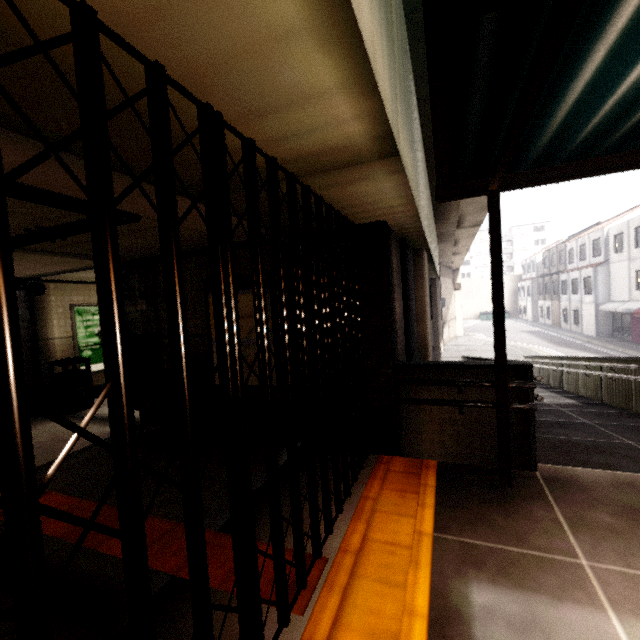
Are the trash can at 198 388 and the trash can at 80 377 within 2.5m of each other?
no

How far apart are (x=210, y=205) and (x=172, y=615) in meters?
2.6 m

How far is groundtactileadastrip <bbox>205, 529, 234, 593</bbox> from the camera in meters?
2.4

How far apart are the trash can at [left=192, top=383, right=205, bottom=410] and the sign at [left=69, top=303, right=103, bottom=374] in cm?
435

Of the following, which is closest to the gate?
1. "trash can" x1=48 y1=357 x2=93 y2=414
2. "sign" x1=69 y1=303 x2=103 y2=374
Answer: "trash can" x1=48 y1=357 x2=93 y2=414

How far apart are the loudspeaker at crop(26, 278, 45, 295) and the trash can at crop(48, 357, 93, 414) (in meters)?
1.48

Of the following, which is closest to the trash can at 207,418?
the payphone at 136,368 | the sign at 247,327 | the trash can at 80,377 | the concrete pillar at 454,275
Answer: the sign at 247,327

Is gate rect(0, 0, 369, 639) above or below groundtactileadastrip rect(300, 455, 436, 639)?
above
